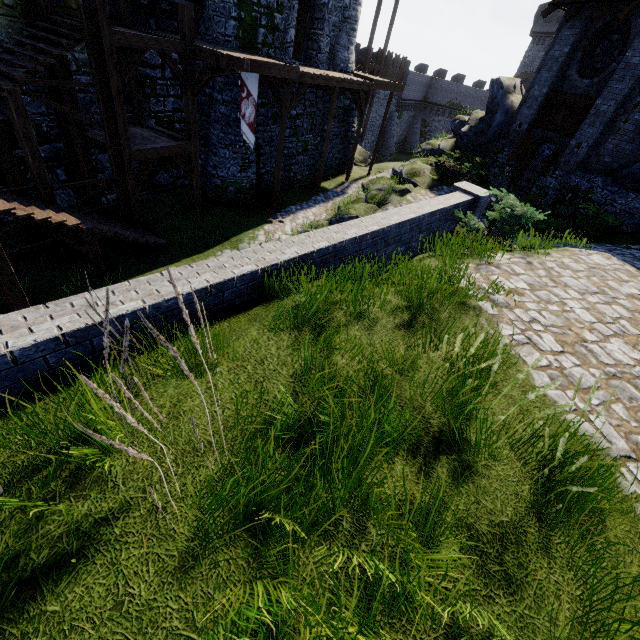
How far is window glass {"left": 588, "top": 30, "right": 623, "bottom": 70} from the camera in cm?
1268

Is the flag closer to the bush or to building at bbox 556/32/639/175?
the bush

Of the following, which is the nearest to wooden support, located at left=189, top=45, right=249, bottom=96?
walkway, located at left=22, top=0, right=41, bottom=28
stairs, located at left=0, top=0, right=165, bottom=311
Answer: walkway, located at left=22, top=0, right=41, bottom=28

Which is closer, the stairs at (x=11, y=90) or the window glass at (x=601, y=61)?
the stairs at (x=11, y=90)

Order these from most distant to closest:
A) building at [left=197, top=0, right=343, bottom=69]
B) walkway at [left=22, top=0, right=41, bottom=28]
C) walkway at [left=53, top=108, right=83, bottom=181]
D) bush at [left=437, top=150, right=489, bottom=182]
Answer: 1. bush at [left=437, top=150, right=489, bottom=182]
2. building at [left=197, top=0, right=343, bottom=69]
3. walkway at [left=53, top=108, right=83, bottom=181]
4. walkway at [left=22, top=0, right=41, bottom=28]

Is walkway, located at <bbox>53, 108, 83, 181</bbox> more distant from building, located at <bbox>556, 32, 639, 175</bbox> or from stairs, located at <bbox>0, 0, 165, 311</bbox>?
building, located at <bbox>556, 32, 639, 175</bbox>

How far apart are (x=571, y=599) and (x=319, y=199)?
19.3 meters

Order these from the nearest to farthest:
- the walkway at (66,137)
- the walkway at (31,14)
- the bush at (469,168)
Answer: the walkway at (31,14) → the walkway at (66,137) → the bush at (469,168)
